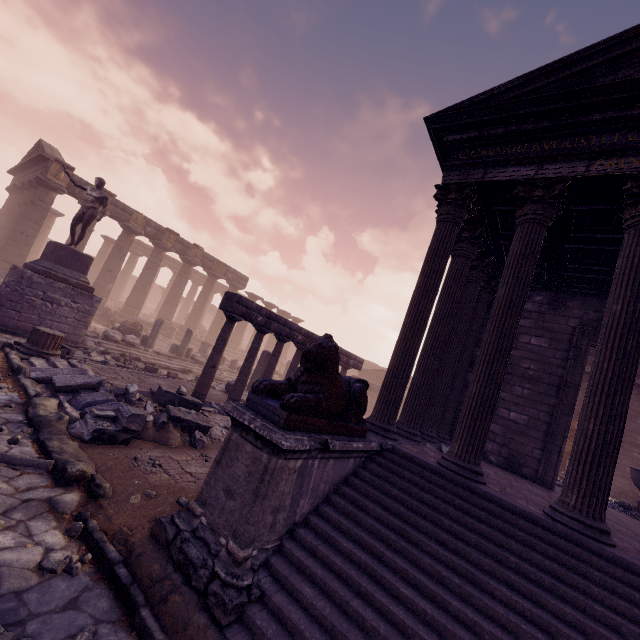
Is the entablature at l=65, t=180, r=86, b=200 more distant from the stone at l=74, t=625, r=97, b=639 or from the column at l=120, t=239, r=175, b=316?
the stone at l=74, t=625, r=97, b=639

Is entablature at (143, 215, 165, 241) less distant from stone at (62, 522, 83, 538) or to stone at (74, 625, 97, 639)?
stone at (62, 522, 83, 538)

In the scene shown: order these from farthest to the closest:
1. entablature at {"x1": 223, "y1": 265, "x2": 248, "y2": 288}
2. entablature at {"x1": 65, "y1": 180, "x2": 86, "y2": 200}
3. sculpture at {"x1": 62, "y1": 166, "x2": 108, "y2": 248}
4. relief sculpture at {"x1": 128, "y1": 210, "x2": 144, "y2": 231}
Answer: entablature at {"x1": 223, "y1": 265, "x2": 248, "y2": 288} < relief sculpture at {"x1": 128, "y1": 210, "x2": 144, "y2": 231} < entablature at {"x1": 65, "y1": 180, "x2": 86, "y2": 200} < sculpture at {"x1": 62, "y1": 166, "x2": 108, "y2": 248}

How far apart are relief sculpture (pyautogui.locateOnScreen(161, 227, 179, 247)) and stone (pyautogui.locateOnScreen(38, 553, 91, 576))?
22.11m

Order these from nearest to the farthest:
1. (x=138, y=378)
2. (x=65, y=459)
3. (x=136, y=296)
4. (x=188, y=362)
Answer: (x=65, y=459)
(x=138, y=378)
(x=188, y=362)
(x=136, y=296)

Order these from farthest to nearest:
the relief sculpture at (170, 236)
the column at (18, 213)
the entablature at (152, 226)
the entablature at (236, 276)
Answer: the entablature at (236, 276), the relief sculpture at (170, 236), the entablature at (152, 226), the column at (18, 213)

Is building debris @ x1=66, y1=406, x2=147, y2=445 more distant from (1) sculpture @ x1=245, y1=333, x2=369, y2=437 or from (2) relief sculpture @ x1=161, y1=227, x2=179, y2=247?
(2) relief sculpture @ x1=161, y1=227, x2=179, y2=247

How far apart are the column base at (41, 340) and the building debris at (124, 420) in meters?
4.0 m
